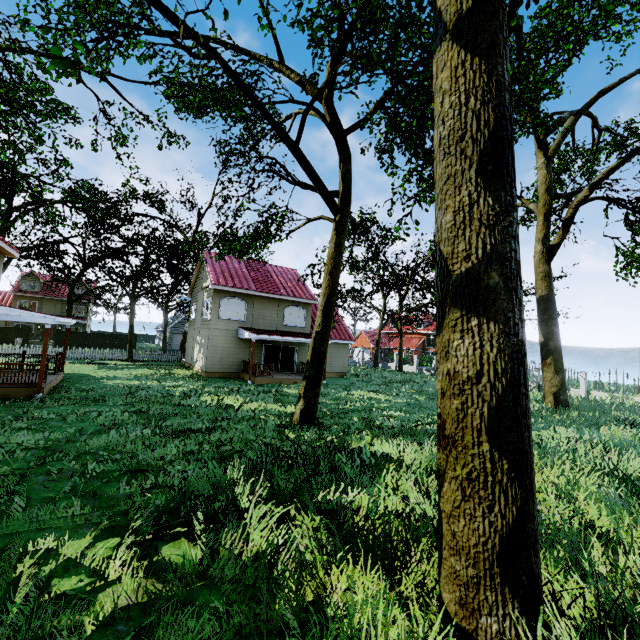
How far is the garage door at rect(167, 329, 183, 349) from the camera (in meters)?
45.90

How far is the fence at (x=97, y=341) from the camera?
27.7m

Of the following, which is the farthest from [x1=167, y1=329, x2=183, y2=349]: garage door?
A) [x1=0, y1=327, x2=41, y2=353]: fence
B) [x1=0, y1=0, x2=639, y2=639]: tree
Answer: [x1=0, y1=327, x2=41, y2=353]: fence

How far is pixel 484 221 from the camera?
3.1 meters

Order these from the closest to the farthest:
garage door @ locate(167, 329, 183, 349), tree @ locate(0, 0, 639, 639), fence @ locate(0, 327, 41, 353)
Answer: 1. tree @ locate(0, 0, 639, 639)
2. fence @ locate(0, 327, 41, 353)
3. garage door @ locate(167, 329, 183, 349)

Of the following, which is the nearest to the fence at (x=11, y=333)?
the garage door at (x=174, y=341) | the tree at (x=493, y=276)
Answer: the tree at (x=493, y=276)

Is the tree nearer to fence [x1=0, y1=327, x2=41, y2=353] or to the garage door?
fence [x1=0, y1=327, x2=41, y2=353]
